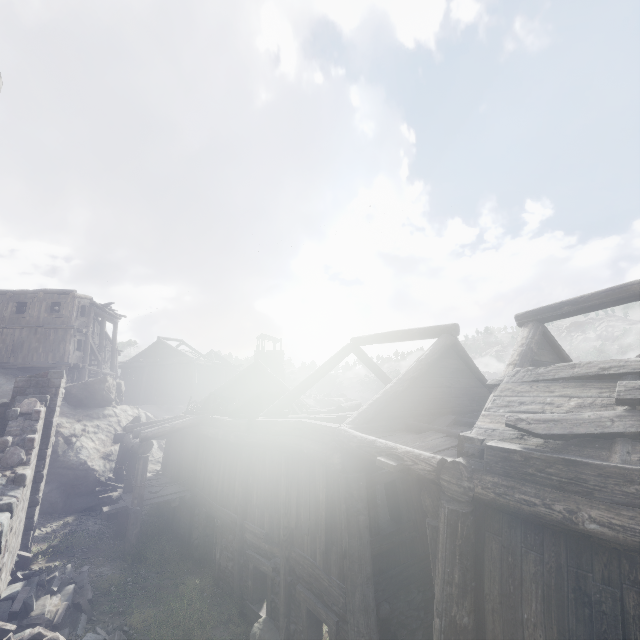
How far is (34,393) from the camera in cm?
1157

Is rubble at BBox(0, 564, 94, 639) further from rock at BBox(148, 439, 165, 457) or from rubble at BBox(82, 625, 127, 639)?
rock at BBox(148, 439, 165, 457)

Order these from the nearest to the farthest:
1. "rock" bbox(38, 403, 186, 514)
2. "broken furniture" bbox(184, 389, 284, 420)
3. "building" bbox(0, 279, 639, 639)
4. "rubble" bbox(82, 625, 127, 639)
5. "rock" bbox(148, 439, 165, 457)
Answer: "building" bbox(0, 279, 639, 639) < "rubble" bbox(82, 625, 127, 639) < "broken furniture" bbox(184, 389, 284, 420) < "rock" bbox(38, 403, 186, 514) < "rock" bbox(148, 439, 165, 457)

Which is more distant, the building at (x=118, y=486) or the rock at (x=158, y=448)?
the rock at (x=158, y=448)

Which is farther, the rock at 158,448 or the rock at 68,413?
the rock at 158,448

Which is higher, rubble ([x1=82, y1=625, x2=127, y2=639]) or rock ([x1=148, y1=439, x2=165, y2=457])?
rock ([x1=148, y1=439, x2=165, y2=457])

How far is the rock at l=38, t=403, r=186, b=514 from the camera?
16.0 meters

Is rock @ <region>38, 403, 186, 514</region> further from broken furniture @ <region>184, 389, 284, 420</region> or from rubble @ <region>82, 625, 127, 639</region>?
rubble @ <region>82, 625, 127, 639</region>
